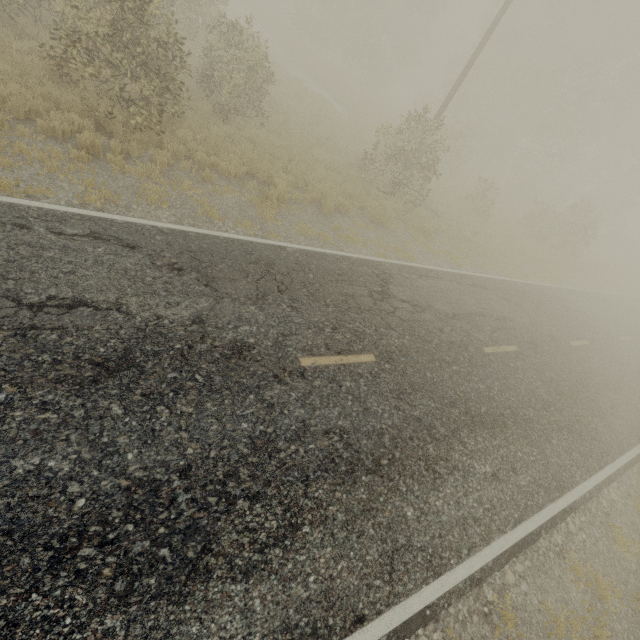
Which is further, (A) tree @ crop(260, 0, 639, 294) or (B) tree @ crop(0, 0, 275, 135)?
(A) tree @ crop(260, 0, 639, 294)

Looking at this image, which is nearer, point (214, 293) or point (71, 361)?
Answer: point (71, 361)

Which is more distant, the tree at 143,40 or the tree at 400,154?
the tree at 400,154
